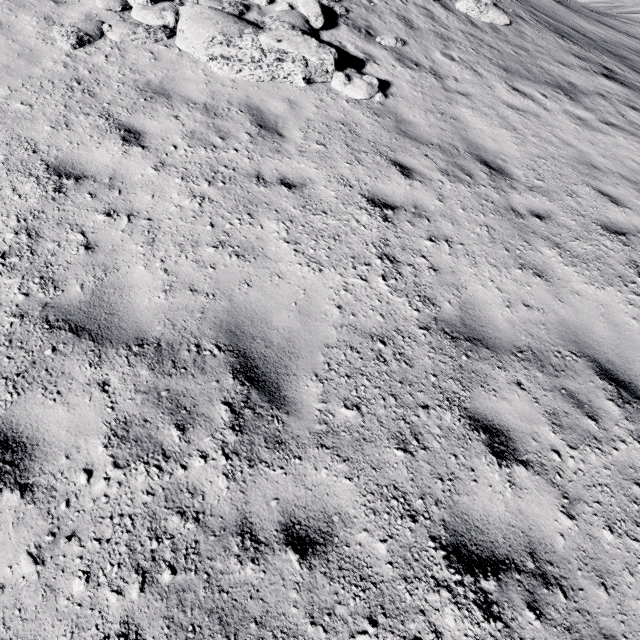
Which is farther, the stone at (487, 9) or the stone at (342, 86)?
the stone at (487, 9)

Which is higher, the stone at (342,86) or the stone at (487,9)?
the stone at (487,9)

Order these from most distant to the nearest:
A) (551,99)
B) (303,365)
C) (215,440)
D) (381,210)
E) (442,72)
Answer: (551,99), (442,72), (381,210), (303,365), (215,440)

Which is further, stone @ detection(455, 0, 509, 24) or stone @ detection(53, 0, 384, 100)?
stone @ detection(455, 0, 509, 24)

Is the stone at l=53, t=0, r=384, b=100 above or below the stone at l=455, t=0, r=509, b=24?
below
